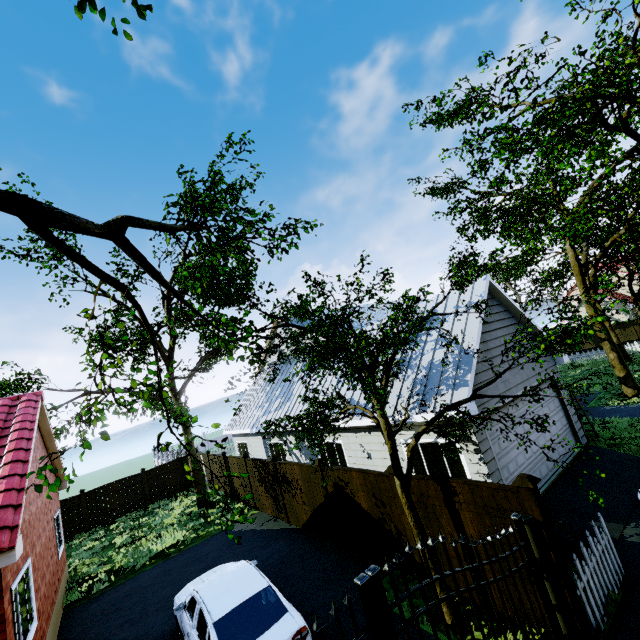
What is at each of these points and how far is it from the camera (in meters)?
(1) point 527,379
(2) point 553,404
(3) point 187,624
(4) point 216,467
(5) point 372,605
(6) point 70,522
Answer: (1) garage door, 10.03
(2) garage door, 10.73
(3) car, 6.53
(4) fence, 19.44
(5) gate, 3.26
(6) fence, 18.69

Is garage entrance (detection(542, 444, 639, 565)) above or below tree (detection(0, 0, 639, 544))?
below

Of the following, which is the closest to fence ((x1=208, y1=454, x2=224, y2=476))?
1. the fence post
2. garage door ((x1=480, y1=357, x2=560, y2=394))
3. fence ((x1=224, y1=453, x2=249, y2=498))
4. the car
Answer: the fence post

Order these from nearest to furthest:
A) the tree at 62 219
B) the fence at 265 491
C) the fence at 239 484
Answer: →
1. the tree at 62 219
2. the fence at 265 491
3. the fence at 239 484

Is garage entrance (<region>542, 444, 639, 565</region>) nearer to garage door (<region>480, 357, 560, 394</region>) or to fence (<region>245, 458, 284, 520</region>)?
garage door (<region>480, 357, 560, 394</region>)

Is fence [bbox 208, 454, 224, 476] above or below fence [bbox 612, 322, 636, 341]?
above

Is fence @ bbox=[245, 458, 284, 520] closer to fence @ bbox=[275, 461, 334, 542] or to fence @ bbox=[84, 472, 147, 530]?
fence @ bbox=[275, 461, 334, 542]

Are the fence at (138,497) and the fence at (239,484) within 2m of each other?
no
